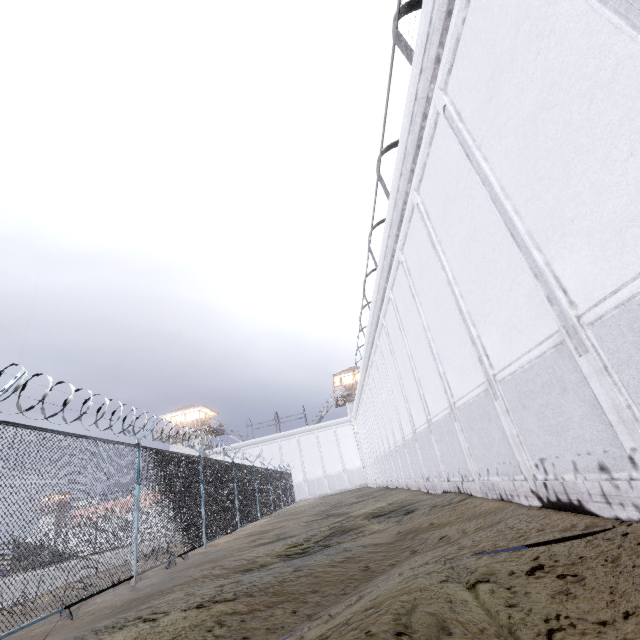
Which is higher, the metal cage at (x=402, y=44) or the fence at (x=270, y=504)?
the metal cage at (x=402, y=44)

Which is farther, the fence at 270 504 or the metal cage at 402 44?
the metal cage at 402 44

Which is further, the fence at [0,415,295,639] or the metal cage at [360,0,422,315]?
the metal cage at [360,0,422,315]

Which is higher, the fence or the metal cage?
the metal cage

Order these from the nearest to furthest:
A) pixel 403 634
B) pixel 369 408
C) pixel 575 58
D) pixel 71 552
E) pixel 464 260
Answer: pixel 403 634 → pixel 575 58 → pixel 71 552 → pixel 464 260 → pixel 369 408
